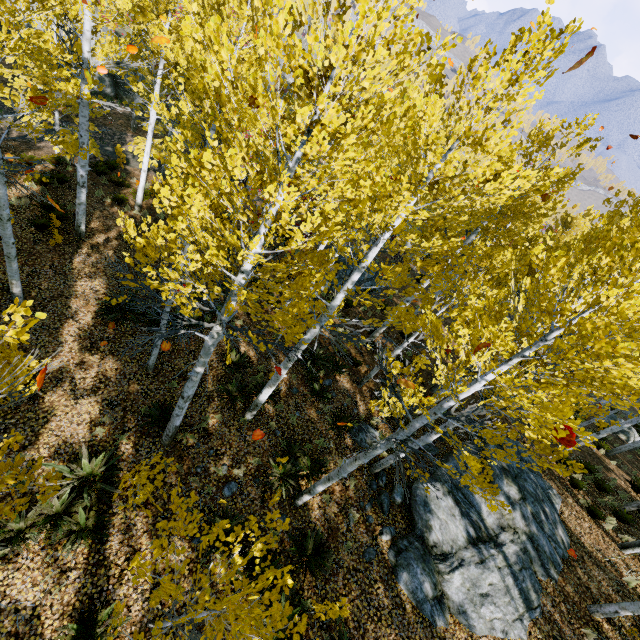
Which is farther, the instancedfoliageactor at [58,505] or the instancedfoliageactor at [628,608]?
the instancedfoliageactor at [628,608]

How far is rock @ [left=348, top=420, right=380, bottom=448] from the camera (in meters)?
10.16

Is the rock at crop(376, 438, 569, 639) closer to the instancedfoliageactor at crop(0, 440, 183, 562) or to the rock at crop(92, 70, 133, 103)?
the instancedfoliageactor at crop(0, 440, 183, 562)

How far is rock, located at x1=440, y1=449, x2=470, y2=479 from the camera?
10.0 meters

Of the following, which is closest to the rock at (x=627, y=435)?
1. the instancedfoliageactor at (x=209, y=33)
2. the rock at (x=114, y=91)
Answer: the instancedfoliageactor at (x=209, y=33)

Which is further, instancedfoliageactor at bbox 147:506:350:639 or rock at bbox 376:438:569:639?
rock at bbox 376:438:569:639

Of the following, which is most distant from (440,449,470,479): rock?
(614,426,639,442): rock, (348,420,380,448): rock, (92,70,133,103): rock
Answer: (92,70,133,103): rock

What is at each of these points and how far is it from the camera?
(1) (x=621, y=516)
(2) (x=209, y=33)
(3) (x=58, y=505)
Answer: (1) instancedfoliageactor, 12.03m
(2) instancedfoliageactor, 2.48m
(3) instancedfoliageactor, 6.34m
